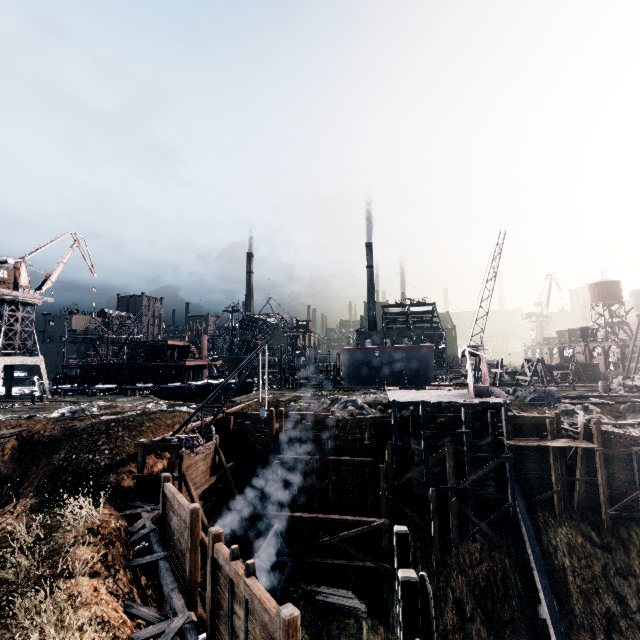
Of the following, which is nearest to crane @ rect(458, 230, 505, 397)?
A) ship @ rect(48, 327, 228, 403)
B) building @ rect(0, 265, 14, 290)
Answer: ship @ rect(48, 327, 228, 403)

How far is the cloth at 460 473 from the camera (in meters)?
24.70

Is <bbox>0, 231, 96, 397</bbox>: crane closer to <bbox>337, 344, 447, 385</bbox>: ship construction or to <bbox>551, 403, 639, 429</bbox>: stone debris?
<bbox>337, 344, 447, 385</bbox>: ship construction

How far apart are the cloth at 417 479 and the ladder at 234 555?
17.9m

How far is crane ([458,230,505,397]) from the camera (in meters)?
23.30

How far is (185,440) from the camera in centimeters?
1978cm

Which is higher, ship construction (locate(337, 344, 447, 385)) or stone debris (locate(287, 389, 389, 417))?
ship construction (locate(337, 344, 447, 385))

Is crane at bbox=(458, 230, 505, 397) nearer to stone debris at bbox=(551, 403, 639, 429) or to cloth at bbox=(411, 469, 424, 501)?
stone debris at bbox=(551, 403, 639, 429)
